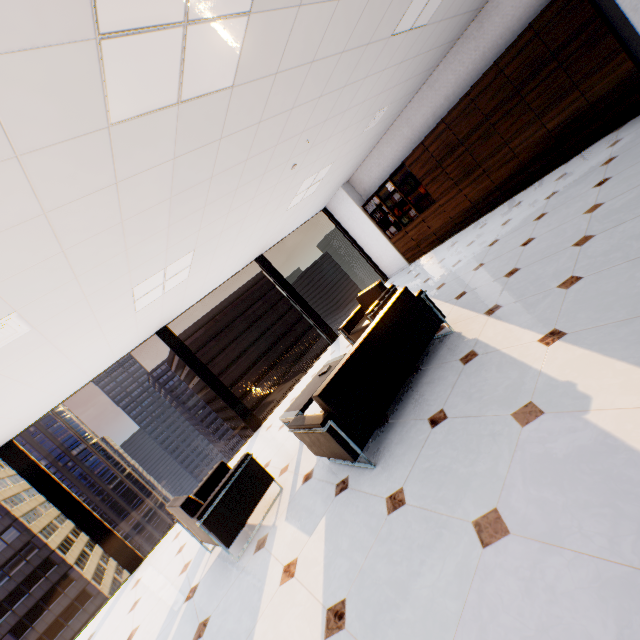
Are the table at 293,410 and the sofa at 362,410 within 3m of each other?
yes

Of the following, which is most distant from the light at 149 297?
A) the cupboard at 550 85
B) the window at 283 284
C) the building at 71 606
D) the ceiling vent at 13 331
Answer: the building at 71 606

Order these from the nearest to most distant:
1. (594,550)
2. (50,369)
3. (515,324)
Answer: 1. (594,550)
2. (515,324)
3. (50,369)

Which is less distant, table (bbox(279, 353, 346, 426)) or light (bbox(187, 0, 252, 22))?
light (bbox(187, 0, 252, 22))

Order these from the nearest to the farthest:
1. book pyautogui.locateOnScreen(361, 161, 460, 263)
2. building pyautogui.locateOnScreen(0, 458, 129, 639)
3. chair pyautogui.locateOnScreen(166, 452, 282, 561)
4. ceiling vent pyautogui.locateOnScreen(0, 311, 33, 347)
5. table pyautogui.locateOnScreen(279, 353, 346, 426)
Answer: ceiling vent pyautogui.locateOnScreen(0, 311, 33, 347)
chair pyautogui.locateOnScreen(166, 452, 282, 561)
table pyautogui.locateOnScreen(279, 353, 346, 426)
book pyautogui.locateOnScreen(361, 161, 460, 263)
building pyautogui.locateOnScreen(0, 458, 129, 639)

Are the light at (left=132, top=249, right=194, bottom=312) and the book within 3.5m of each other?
no

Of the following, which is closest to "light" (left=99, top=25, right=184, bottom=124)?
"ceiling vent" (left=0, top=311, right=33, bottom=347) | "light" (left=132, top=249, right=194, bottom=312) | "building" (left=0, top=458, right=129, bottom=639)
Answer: "ceiling vent" (left=0, top=311, right=33, bottom=347)

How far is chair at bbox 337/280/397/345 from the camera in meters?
5.0 m
